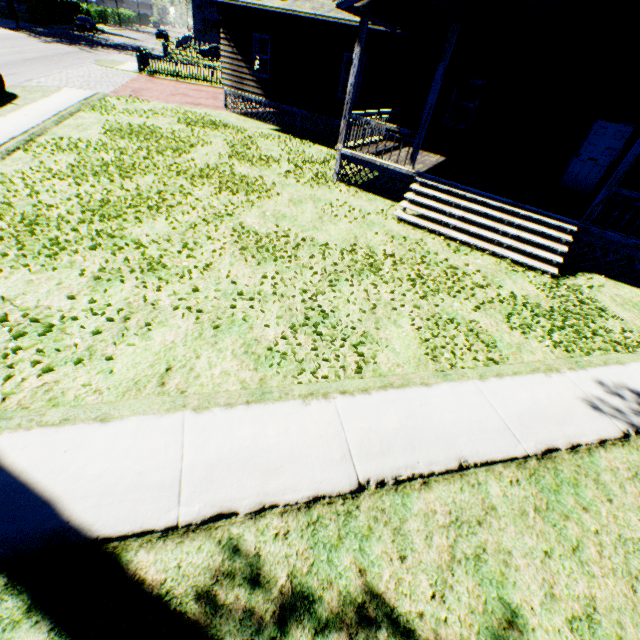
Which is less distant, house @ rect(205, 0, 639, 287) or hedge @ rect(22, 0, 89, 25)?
house @ rect(205, 0, 639, 287)

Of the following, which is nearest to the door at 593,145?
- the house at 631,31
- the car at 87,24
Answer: the house at 631,31

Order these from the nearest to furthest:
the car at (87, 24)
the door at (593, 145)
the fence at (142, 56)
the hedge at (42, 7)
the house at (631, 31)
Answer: the house at (631, 31) < the door at (593, 145) < the fence at (142, 56) < the hedge at (42, 7) < the car at (87, 24)

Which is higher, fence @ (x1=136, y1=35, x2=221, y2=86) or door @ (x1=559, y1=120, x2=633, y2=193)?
door @ (x1=559, y1=120, x2=633, y2=193)

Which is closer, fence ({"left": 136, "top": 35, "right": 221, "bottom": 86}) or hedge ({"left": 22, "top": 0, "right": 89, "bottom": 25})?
fence ({"left": 136, "top": 35, "right": 221, "bottom": 86})

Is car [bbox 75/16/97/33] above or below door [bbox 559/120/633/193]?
below

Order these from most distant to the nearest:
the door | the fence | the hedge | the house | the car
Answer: the car → the hedge → the fence → the door → the house

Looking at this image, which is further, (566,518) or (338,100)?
(338,100)
